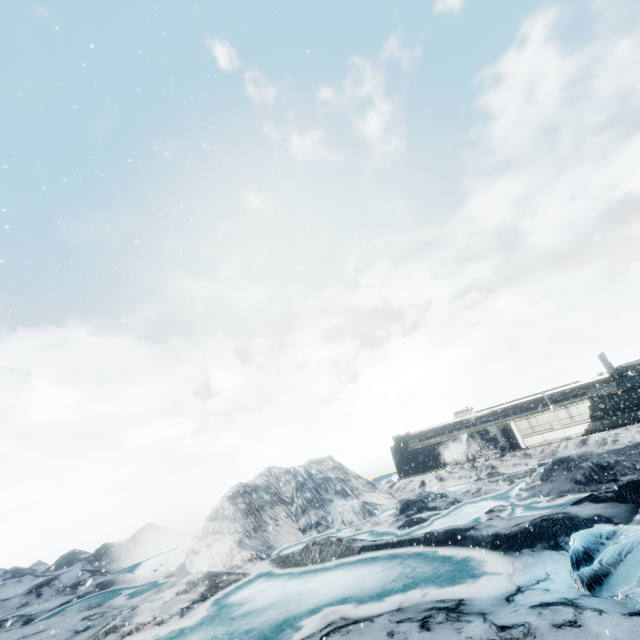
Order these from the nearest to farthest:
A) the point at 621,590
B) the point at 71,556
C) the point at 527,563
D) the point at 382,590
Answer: the point at 621,590
the point at 527,563
the point at 382,590
the point at 71,556
